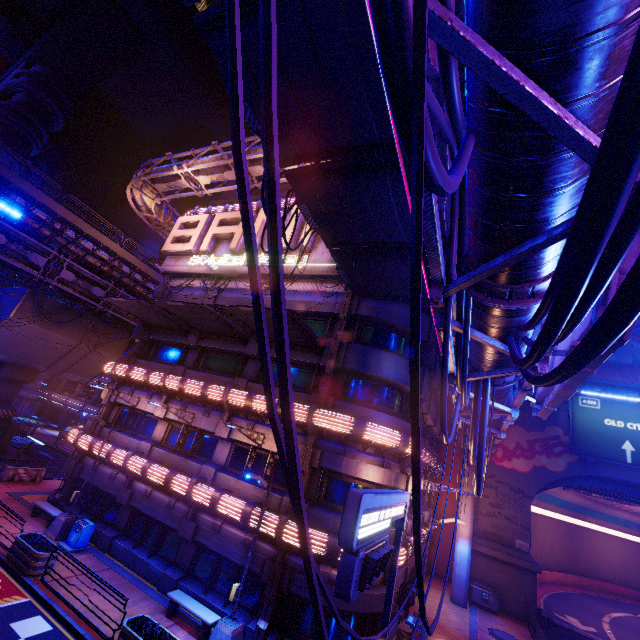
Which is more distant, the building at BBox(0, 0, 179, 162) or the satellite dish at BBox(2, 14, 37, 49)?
the satellite dish at BBox(2, 14, 37, 49)

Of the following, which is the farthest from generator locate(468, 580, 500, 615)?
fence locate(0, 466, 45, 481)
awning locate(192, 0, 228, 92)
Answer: fence locate(0, 466, 45, 481)

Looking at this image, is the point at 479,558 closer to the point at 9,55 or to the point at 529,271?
the point at 529,271

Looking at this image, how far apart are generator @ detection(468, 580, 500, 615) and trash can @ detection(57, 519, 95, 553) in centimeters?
2654cm

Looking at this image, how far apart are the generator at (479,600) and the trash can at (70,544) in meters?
26.5

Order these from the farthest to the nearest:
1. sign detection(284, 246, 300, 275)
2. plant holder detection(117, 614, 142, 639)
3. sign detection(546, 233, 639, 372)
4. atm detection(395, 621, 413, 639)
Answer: sign detection(284, 246, 300, 275) < atm detection(395, 621, 413, 639) < plant holder detection(117, 614, 142, 639) < sign detection(546, 233, 639, 372)

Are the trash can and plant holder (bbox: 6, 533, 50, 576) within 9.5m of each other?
yes

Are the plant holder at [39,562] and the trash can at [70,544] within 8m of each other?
yes
